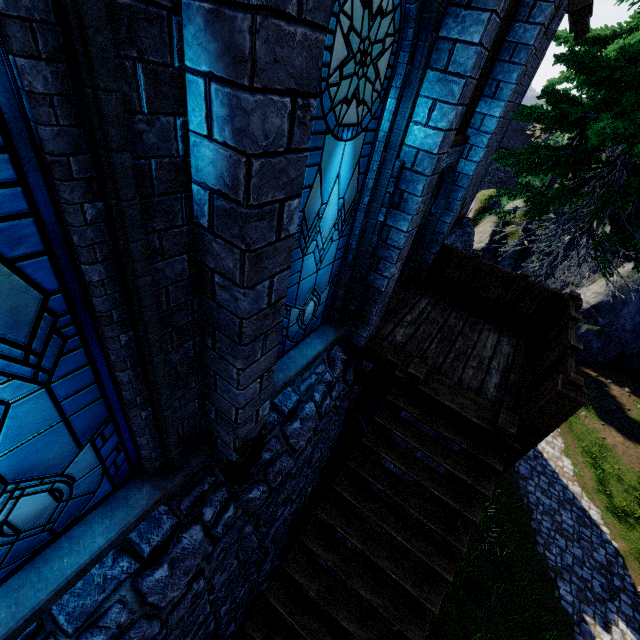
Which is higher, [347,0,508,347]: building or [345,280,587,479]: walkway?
[347,0,508,347]: building

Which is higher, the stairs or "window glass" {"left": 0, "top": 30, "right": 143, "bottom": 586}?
"window glass" {"left": 0, "top": 30, "right": 143, "bottom": 586}

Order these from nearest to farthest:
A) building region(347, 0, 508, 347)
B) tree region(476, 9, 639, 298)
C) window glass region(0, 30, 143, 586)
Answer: window glass region(0, 30, 143, 586) < building region(347, 0, 508, 347) < tree region(476, 9, 639, 298)

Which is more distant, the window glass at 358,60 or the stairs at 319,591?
→ the stairs at 319,591

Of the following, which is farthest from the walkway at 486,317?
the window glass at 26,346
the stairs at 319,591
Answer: the window glass at 26,346

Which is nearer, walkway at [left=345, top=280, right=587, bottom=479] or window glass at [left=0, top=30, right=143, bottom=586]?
window glass at [left=0, top=30, right=143, bottom=586]

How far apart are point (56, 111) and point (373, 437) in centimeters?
485cm

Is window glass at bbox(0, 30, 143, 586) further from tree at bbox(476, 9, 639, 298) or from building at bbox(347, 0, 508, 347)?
tree at bbox(476, 9, 639, 298)
